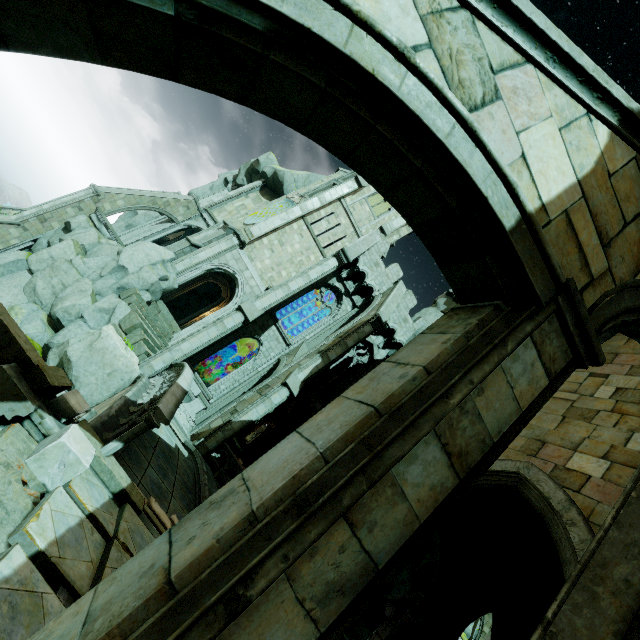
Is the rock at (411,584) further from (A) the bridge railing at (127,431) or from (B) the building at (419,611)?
(A) the bridge railing at (127,431)

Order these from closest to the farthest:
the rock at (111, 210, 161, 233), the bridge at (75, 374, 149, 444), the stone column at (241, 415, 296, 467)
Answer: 1. the bridge at (75, 374, 149, 444)
2. the stone column at (241, 415, 296, 467)
3. the rock at (111, 210, 161, 233)

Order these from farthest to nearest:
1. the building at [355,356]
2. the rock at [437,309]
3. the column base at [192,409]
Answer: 1. the rock at [437,309]
2. the building at [355,356]
3. the column base at [192,409]

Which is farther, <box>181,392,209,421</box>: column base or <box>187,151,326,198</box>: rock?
<box>187,151,326,198</box>: rock

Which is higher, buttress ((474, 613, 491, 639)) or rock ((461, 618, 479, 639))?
buttress ((474, 613, 491, 639))

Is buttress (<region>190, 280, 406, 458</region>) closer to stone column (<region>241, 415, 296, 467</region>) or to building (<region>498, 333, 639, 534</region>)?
stone column (<region>241, 415, 296, 467</region>)

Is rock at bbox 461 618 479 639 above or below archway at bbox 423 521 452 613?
above

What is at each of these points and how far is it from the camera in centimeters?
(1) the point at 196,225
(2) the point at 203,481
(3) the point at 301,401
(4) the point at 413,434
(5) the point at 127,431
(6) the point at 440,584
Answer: (1) building, 2622cm
(2) bridge, 929cm
(3) archway, 2228cm
(4) buttress, 193cm
(5) bridge railing, 520cm
(6) archway, 742cm
